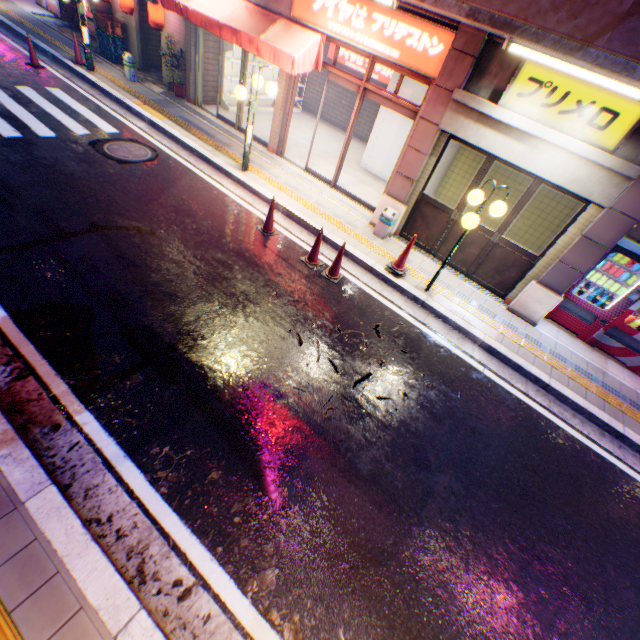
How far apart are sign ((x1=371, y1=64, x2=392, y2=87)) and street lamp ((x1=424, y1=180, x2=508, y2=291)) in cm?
898

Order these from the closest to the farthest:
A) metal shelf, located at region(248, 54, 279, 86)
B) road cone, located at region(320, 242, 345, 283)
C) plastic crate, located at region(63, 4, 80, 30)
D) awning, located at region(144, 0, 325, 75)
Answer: road cone, located at region(320, 242, 345, 283) → awning, located at region(144, 0, 325, 75) → metal shelf, located at region(248, 54, 279, 86) → plastic crate, located at region(63, 4, 80, 30)

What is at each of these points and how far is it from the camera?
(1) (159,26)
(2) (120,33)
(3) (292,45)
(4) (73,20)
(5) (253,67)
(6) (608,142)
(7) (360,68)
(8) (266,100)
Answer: (1) street lamp, 10.31m
(2) plastic crate, 11.77m
(3) awning, 7.54m
(4) plastic crate, 14.12m
(5) metal shelf, 12.04m
(6) sign, 5.39m
(7) sign, 12.91m
(8) metal shelf, 13.44m

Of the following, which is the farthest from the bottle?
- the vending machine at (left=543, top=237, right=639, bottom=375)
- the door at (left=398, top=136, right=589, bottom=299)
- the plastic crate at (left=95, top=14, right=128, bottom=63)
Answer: the plastic crate at (left=95, top=14, right=128, bottom=63)

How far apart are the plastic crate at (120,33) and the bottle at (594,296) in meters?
16.8 m

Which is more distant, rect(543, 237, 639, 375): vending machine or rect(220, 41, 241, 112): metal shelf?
rect(220, 41, 241, 112): metal shelf

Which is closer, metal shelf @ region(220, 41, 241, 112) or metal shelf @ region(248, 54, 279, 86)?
metal shelf @ region(220, 41, 241, 112)

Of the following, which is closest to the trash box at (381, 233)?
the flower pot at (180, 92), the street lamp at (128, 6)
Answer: the flower pot at (180, 92)
